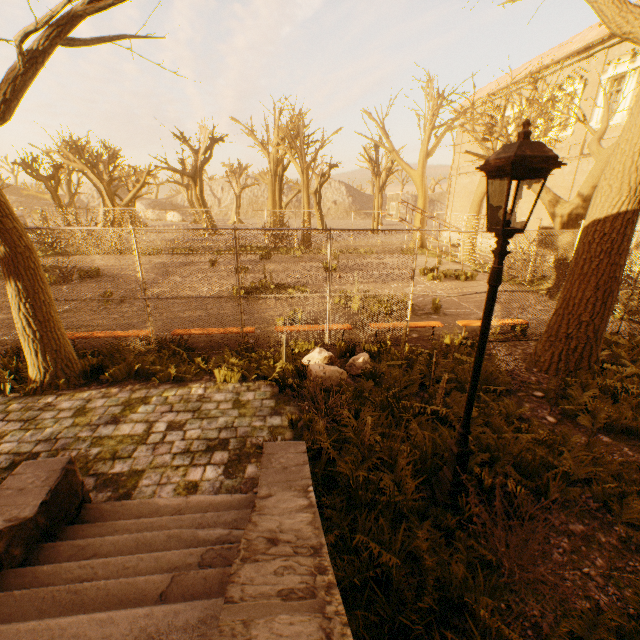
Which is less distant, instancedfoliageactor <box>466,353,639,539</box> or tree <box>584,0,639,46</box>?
instancedfoliageactor <box>466,353,639,539</box>

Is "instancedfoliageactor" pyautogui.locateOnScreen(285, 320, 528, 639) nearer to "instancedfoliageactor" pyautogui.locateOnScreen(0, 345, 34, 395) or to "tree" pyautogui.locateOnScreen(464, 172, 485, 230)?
"tree" pyautogui.locateOnScreen(464, 172, 485, 230)

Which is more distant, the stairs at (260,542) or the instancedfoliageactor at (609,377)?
the instancedfoliageactor at (609,377)

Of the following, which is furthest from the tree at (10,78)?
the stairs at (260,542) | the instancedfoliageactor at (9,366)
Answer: the stairs at (260,542)

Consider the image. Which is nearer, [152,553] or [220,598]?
[220,598]

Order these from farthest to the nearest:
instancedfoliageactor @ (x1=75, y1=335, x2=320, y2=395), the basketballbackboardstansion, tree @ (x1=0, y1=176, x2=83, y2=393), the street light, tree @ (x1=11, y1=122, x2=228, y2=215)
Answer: tree @ (x1=11, y1=122, x2=228, y2=215) → the basketballbackboardstansion → instancedfoliageactor @ (x1=75, y1=335, x2=320, y2=395) → tree @ (x1=0, y1=176, x2=83, y2=393) → the street light

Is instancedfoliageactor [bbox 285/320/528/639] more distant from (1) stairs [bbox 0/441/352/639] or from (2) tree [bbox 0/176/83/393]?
(2) tree [bbox 0/176/83/393]

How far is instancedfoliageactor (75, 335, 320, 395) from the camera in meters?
6.5 m
